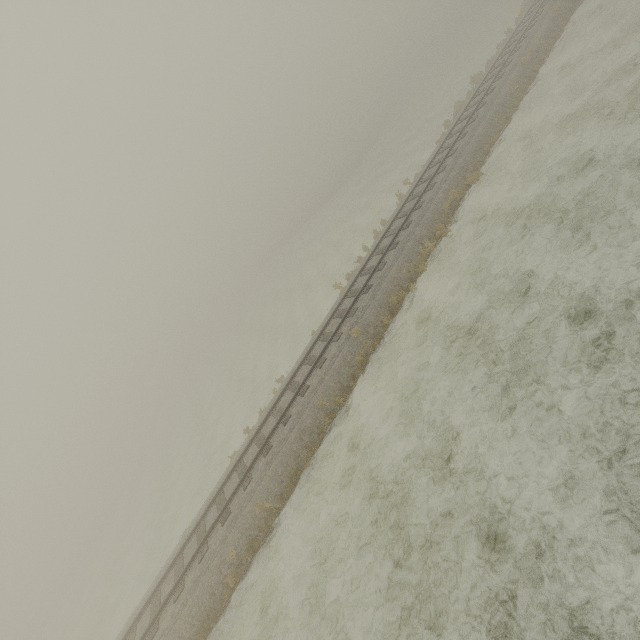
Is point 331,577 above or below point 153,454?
below
